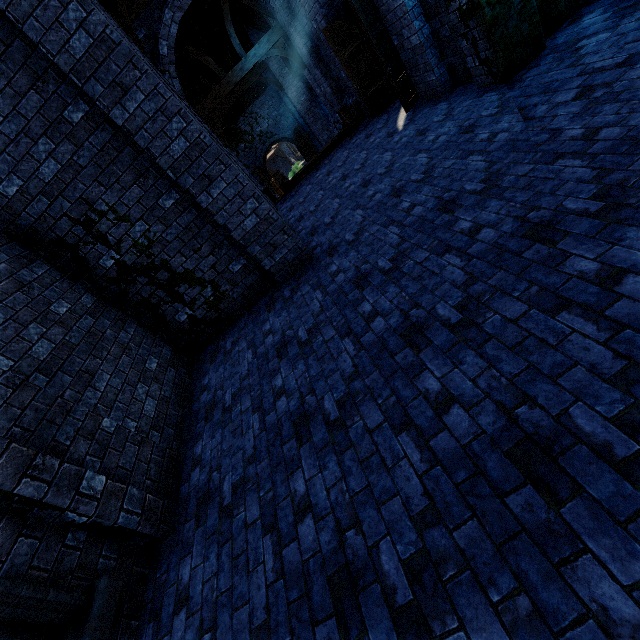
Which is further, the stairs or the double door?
the double door

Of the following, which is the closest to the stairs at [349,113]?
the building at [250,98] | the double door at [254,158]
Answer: the building at [250,98]

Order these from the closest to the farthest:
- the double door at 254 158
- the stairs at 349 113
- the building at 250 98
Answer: the building at 250 98 < the stairs at 349 113 < the double door at 254 158

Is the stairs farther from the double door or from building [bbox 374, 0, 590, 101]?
the double door

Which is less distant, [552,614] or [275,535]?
[552,614]

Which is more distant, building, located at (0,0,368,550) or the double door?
the double door
